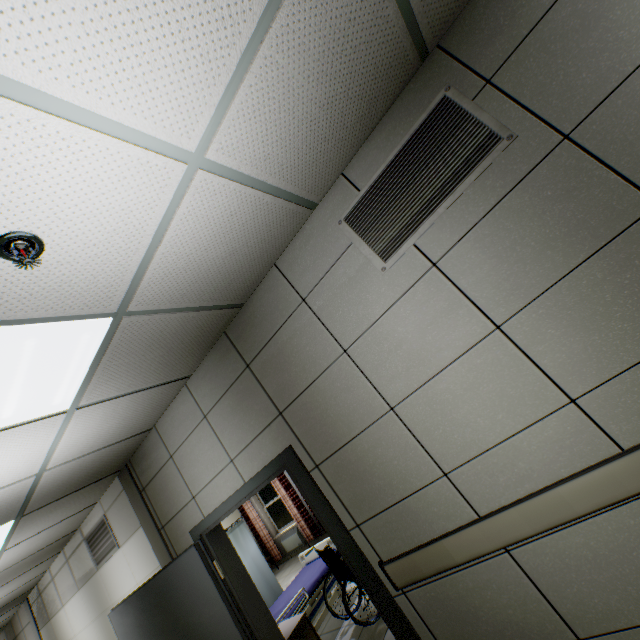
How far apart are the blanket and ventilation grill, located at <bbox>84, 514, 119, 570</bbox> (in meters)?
1.93

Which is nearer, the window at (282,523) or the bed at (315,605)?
the bed at (315,605)

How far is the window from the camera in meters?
9.6 m

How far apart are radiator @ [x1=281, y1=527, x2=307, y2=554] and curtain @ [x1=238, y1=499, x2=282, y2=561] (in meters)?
0.30

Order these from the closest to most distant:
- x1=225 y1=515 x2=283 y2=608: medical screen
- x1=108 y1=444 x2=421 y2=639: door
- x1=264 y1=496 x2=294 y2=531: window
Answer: x1=108 y1=444 x2=421 y2=639: door
x1=225 y1=515 x2=283 y2=608: medical screen
x1=264 y1=496 x2=294 y2=531: window

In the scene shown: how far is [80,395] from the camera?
2.21m

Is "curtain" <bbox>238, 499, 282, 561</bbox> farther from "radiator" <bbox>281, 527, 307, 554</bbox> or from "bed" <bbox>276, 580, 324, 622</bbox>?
"bed" <bbox>276, 580, 324, 622</bbox>

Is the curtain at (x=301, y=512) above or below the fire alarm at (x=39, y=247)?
below
